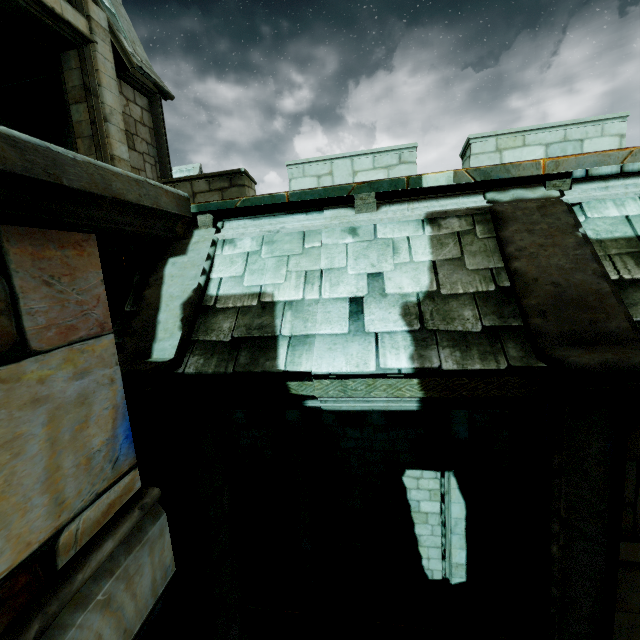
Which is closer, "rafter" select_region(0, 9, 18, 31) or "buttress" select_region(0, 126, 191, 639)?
"buttress" select_region(0, 126, 191, 639)

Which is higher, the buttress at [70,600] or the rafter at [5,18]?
the rafter at [5,18]

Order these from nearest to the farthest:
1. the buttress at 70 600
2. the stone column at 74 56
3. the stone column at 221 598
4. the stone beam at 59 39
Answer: the buttress at 70 600 < the stone column at 221 598 < the stone beam at 59 39 < the stone column at 74 56

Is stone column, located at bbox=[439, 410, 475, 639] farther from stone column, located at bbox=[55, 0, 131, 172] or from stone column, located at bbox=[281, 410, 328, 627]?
stone column, located at bbox=[55, 0, 131, 172]

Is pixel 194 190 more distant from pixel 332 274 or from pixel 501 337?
pixel 501 337

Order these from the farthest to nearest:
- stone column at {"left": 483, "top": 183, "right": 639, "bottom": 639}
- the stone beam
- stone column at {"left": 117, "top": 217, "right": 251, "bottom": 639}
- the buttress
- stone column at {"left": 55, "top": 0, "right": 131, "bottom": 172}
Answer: stone column at {"left": 55, "top": 0, "right": 131, "bottom": 172} → the stone beam → stone column at {"left": 117, "top": 217, "right": 251, "bottom": 639} → stone column at {"left": 483, "top": 183, "right": 639, "bottom": 639} → the buttress

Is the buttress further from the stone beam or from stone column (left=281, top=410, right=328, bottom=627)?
the stone beam

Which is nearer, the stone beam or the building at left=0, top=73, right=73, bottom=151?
the stone beam
